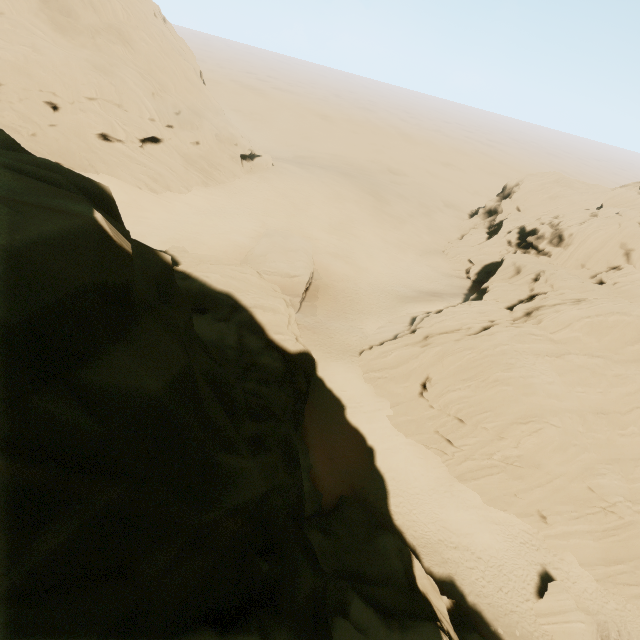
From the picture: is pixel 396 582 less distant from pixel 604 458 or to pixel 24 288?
pixel 604 458

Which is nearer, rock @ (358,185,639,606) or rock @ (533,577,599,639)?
rock @ (533,577,599,639)

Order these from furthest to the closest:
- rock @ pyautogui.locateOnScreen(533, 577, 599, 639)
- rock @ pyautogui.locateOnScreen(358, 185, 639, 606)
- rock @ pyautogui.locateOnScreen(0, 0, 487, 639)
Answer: rock @ pyautogui.locateOnScreen(358, 185, 639, 606) → rock @ pyautogui.locateOnScreen(533, 577, 599, 639) → rock @ pyautogui.locateOnScreen(0, 0, 487, 639)

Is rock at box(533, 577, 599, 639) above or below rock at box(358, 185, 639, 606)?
below

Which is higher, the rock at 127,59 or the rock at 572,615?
the rock at 127,59

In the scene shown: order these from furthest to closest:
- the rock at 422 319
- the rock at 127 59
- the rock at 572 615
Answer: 1. the rock at 422 319
2. the rock at 572 615
3. the rock at 127 59
